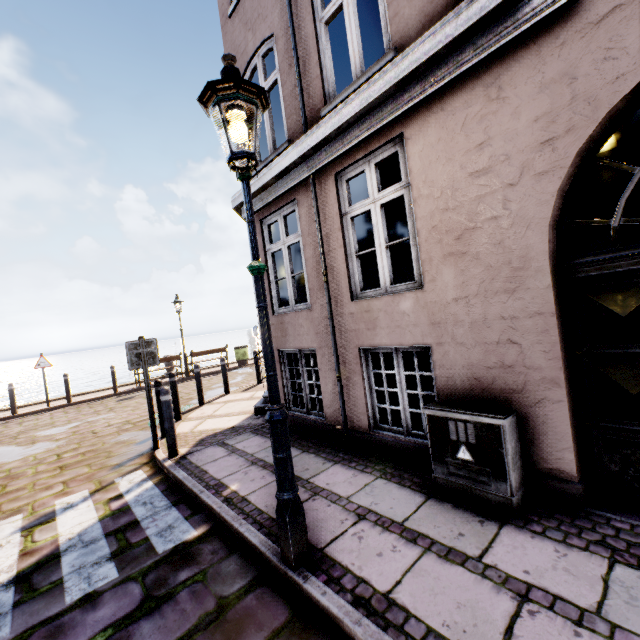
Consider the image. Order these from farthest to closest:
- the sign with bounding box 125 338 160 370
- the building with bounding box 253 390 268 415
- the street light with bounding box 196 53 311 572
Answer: the building with bounding box 253 390 268 415
the sign with bounding box 125 338 160 370
the street light with bounding box 196 53 311 572

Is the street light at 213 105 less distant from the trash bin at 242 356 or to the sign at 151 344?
the sign at 151 344

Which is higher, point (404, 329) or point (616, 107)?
point (616, 107)

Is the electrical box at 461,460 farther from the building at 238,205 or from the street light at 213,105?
the street light at 213,105

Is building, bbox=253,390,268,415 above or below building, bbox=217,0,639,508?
below

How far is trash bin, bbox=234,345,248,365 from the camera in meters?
16.7 m

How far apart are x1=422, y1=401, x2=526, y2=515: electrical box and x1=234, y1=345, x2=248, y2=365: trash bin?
14.2 meters

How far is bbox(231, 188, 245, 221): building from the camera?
5.90m
